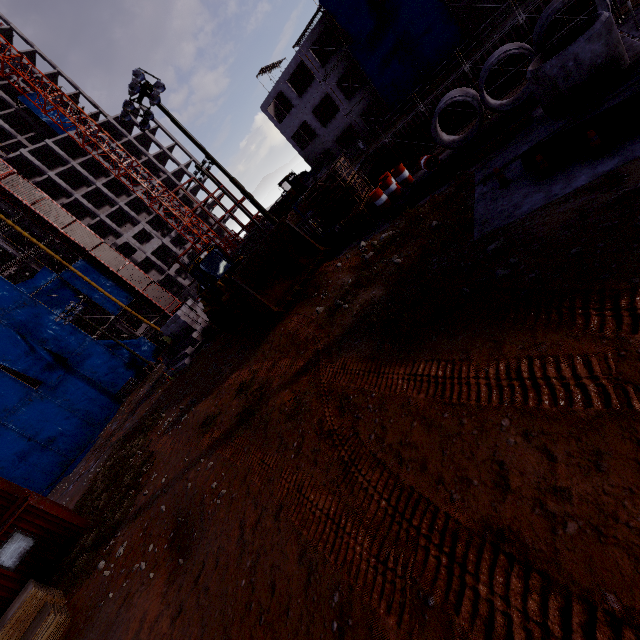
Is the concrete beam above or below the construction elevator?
below

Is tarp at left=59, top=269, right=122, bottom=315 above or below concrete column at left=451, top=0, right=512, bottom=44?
above

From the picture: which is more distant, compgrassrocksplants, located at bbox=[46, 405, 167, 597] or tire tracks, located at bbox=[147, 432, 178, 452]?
tire tracks, located at bbox=[147, 432, 178, 452]

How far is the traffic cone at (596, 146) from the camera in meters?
5.7 m

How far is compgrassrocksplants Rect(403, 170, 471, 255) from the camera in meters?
7.7 m

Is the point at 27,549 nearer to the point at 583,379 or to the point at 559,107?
the point at 583,379

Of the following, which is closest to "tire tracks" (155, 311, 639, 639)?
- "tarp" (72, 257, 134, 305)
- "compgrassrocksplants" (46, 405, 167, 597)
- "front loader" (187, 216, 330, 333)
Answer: "front loader" (187, 216, 330, 333)

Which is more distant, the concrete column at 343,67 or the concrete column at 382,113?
the concrete column at 382,113
